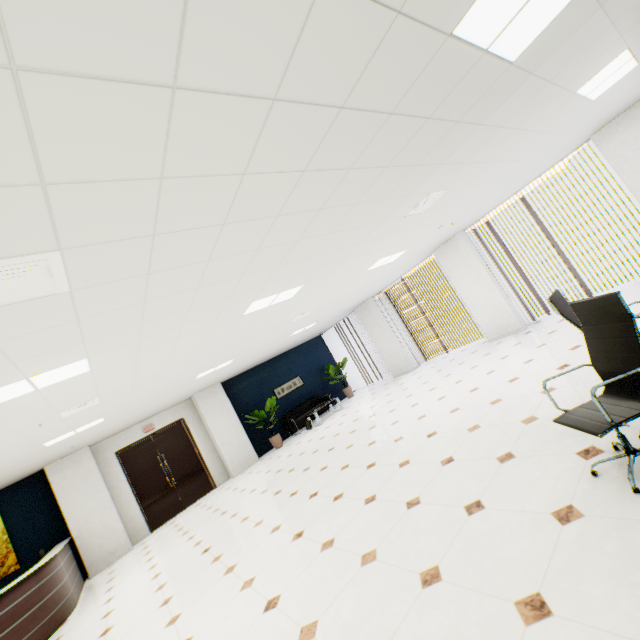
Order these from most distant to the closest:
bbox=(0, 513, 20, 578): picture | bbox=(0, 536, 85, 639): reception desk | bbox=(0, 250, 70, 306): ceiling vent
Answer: bbox=(0, 513, 20, 578): picture → bbox=(0, 536, 85, 639): reception desk → bbox=(0, 250, 70, 306): ceiling vent

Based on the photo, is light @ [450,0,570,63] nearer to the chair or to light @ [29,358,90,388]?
the chair

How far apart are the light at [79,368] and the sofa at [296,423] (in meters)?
8.62

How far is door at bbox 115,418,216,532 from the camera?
9.44m

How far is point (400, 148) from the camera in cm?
273

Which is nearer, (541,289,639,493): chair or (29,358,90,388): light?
(541,289,639,493): chair

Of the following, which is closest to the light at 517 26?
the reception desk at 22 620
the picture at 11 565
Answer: the reception desk at 22 620

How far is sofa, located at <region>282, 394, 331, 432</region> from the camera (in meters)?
11.67
